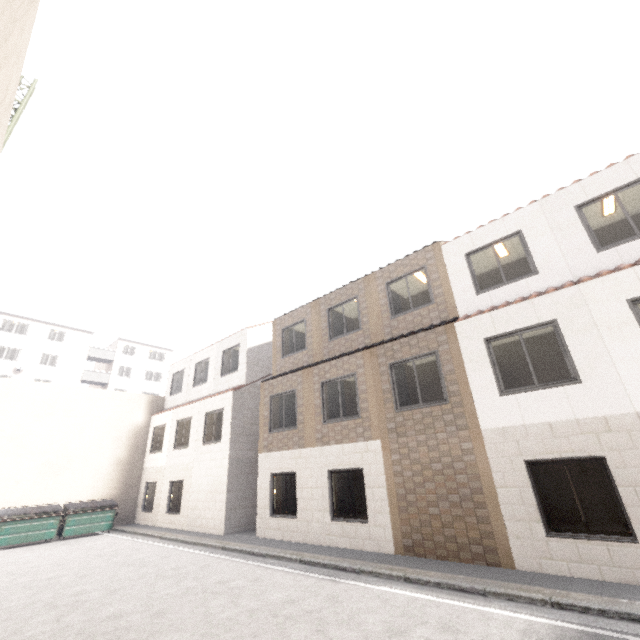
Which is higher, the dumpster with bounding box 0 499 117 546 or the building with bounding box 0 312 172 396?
the building with bounding box 0 312 172 396

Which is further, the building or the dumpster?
the building

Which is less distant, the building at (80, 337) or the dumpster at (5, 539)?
the dumpster at (5, 539)

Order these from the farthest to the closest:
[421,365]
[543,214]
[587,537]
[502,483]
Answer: [421,365] → [543,214] → [502,483] → [587,537]

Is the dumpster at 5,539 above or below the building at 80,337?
below
